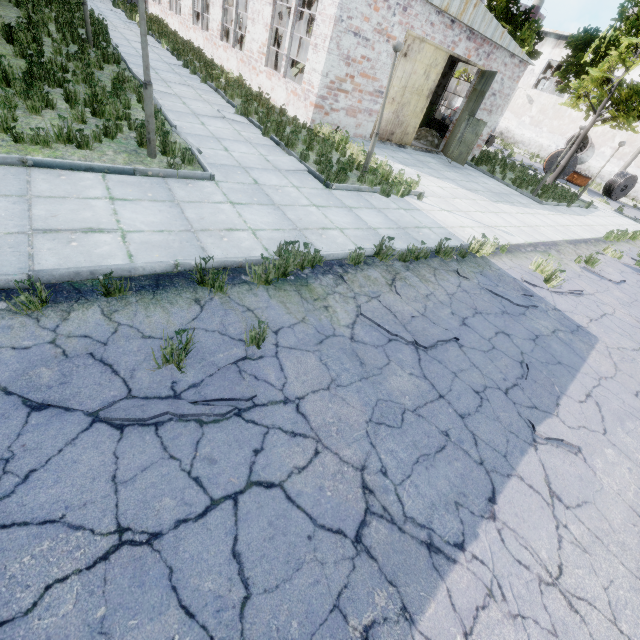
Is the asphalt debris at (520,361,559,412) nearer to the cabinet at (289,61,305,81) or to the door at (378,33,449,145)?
the door at (378,33,449,145)

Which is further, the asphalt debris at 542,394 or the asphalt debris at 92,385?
the asphalt debris at 542,394

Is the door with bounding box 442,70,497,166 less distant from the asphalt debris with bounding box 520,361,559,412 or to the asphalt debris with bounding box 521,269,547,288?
the asphalt debris with bounding box 521,269,547,288

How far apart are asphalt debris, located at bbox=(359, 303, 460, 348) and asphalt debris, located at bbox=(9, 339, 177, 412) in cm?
173

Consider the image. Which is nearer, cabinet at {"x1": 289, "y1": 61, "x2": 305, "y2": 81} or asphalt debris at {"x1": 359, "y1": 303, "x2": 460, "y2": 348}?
asphalt debris at {"x1": 359, "y1": 303, "x2": 460, "y2": 348}

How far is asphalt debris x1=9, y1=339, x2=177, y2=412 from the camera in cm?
266

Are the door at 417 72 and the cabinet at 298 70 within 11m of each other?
yes

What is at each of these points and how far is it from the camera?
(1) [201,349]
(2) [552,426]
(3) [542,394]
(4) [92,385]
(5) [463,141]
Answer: (1) asphalt debris, 3.46m
(2) asphalt debris, 4.14m
(3) asphalt debris, 4.58m
(4) asphalt debris, 2.83m
(5) door, 16.25m
